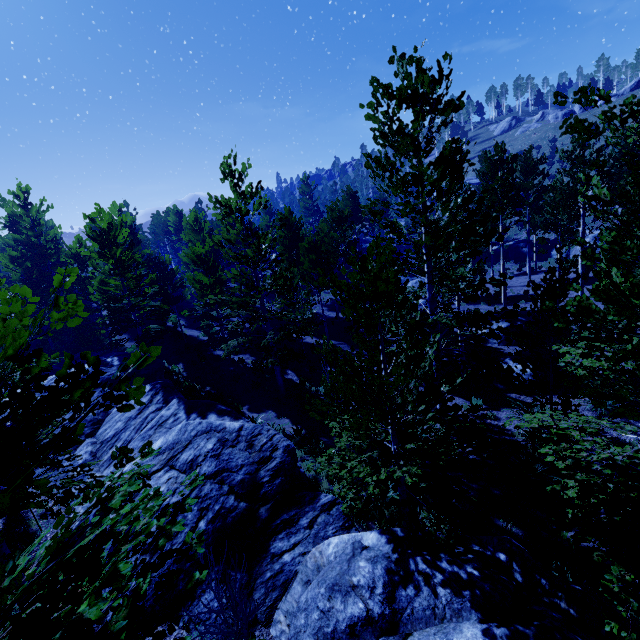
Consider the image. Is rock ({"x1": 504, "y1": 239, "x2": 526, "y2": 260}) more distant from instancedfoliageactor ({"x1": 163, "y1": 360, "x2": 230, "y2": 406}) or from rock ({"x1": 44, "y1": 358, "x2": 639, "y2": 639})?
rock ({"x1": 44, "y1": 358, "x2": 639, "y2": 639})

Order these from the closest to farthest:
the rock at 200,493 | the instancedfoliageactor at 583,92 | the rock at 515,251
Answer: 1. the instancedfoliageactor at 583,92
2. the rock at 200,493
3. the rock at 515,251

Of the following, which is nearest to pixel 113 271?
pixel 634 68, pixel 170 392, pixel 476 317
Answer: pixel 170 392

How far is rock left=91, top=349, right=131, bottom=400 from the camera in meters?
13.2

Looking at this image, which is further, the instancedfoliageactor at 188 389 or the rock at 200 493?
the instancedfoliageactor at 188 389

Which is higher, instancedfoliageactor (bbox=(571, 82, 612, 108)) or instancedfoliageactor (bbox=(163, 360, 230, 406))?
instancedfoliageactor (bbox=(571, 82, 612, 108))

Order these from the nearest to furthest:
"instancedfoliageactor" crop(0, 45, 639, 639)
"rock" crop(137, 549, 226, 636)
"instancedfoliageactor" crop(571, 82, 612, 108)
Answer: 1. "instancedfoliageactor" crop(0, 45, 639, 639)
2. "instancedfoliageactor" crop(571, 82, 612, 108)
3. "rock" crop(137, 549, 226, 636)

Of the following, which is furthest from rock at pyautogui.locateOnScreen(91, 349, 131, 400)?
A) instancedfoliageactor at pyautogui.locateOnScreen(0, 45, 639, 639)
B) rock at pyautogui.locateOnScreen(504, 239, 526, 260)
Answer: rock at pyautogui.locateOnScreen(504, 239, 526, 260)
